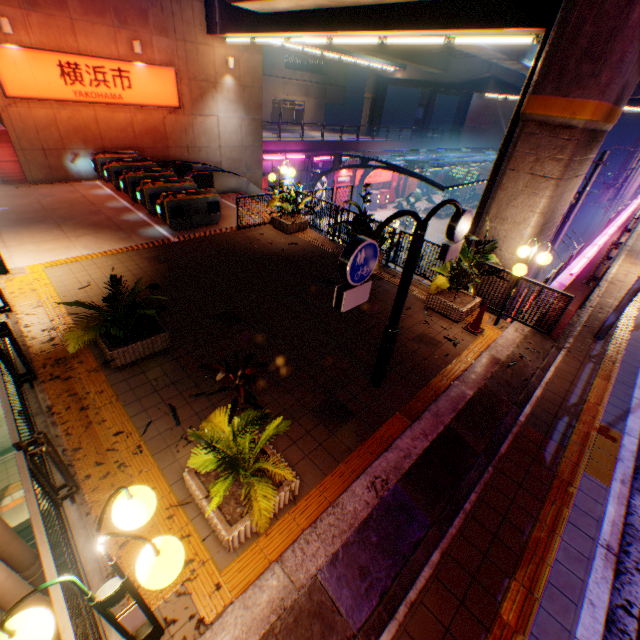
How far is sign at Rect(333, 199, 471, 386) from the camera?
3.59m

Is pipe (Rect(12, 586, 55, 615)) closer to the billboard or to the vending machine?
the vending machine

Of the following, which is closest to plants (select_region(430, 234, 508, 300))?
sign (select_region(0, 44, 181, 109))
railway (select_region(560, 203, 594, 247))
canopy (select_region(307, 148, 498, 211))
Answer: railway (select_region(560, 203, 594, 247))

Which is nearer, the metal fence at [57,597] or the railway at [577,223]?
the metal fence at [57,597]

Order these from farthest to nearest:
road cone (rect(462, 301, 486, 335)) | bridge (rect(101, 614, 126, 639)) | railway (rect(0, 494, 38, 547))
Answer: railway (rect(0, 494, 38, 547)) → road cone (rect(462, 301, 486, 335)) → bridge (rect(101, 614, 126, 639))

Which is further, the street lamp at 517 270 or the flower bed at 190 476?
the street lamp at 517 270

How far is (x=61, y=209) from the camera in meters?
11.9

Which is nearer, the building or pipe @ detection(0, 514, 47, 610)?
pipe @ detection(0, 514, 47, 610)
